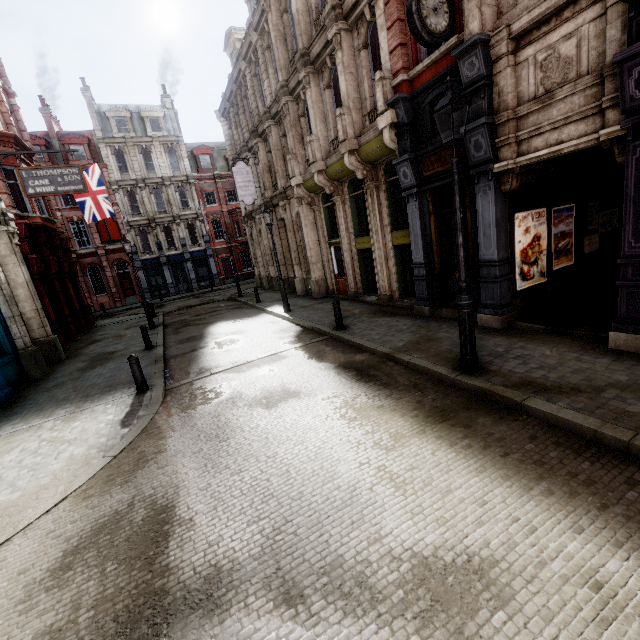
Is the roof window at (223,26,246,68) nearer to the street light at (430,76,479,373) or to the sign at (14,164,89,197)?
the sign at (14,164,89,197)

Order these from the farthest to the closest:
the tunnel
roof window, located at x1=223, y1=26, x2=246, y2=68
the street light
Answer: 1. roof window, located at x1=223, y1=26, x2=246, y2=68
2. the tunnel
3. the street light

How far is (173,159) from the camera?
36.44m

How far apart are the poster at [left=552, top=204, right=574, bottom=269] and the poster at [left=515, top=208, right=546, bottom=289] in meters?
0.3 m

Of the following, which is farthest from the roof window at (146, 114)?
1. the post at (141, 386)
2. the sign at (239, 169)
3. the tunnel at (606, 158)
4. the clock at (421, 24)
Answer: the tunnel at (606, 158)

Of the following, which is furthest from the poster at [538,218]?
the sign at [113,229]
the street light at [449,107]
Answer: the sign at [113,229]

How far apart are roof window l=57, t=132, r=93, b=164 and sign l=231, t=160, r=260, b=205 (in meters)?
22.94

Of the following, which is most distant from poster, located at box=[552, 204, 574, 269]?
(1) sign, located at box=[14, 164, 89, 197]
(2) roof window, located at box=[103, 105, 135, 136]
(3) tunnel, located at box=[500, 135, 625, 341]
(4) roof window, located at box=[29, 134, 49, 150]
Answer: (4) roof window, located at box=[29, 134, 49, 150]
